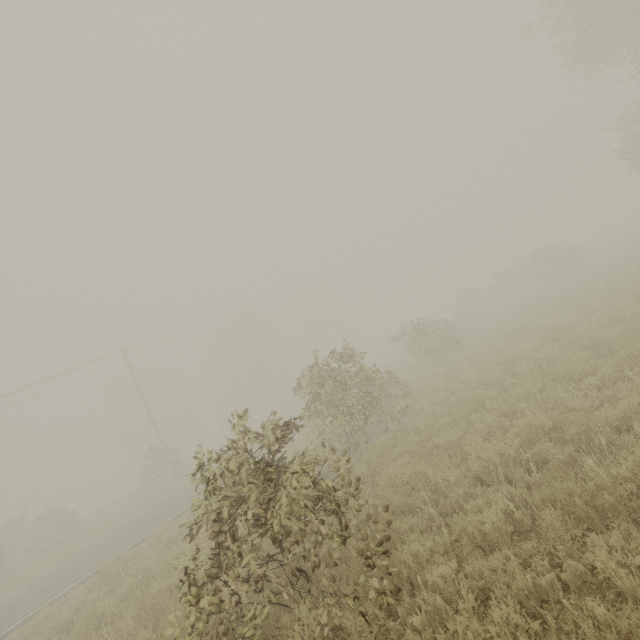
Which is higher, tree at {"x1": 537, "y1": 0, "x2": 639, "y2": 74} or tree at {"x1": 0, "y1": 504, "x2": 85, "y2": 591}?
tree at {"x1": 537, "y1": 0, "x2": 639, "y2": 74}

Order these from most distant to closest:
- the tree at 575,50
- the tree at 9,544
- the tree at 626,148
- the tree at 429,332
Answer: the tree at 9,544, the tree at 626,148, the tree at 575,50, the tree at 429,332

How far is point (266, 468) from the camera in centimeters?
436cm

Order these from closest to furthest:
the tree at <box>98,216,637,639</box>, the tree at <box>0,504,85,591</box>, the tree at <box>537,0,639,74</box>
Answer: the tree at <box>98,216,637,639</box>, the tree at <box>537,0,639,74</box>, the tree at <box>0,504,85,591</box>

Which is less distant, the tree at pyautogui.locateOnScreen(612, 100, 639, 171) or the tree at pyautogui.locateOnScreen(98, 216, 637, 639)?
the tree at pyautogui.locateOnScreen(98, 216, 637, 639)

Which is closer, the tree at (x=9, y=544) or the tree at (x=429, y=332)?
the tree at (x=429, y=332)

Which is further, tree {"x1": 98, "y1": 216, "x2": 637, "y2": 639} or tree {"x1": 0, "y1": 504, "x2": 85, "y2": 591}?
tree {"x1": 0, "y1": 504, "x2": 85, "y2": 591}
